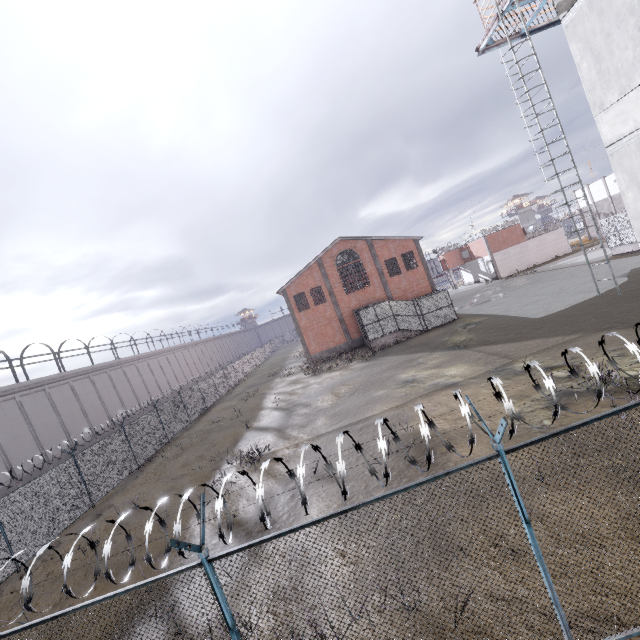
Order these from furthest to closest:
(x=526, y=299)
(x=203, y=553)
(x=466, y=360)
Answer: (x=526, y=299), (x=466, y=360), (x=203, y=553)

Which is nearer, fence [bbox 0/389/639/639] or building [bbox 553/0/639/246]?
fence [bbox 0/389/639/639]

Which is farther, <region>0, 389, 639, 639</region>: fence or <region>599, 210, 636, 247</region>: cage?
<region>599, 210, 636, 247</region>: cage

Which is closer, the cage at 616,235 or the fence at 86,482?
the fence at 86,482

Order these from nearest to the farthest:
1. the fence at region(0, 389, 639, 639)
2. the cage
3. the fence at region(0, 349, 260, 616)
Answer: the fence at region(0, 389, 639, 639) → the fence at region(0, 349, 260, 616) → the cage

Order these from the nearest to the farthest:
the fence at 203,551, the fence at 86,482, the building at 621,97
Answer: the fence at 203,551 → the building at 621,97 → the fence at 86,482

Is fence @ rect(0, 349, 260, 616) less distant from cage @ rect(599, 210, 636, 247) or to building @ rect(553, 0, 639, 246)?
building @ rect(553, 0, 639, 246)
